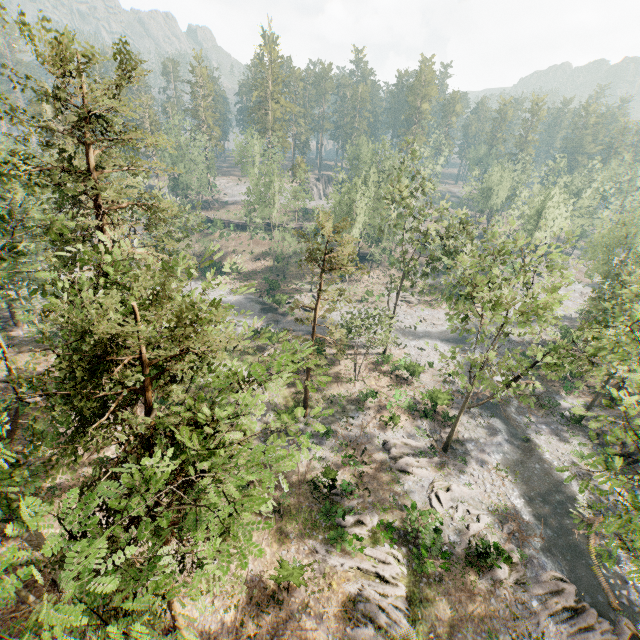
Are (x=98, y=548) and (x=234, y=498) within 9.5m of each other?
yes

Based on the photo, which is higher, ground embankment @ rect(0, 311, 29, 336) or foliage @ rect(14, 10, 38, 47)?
foliage @ rect(14, 10, 38, 47)

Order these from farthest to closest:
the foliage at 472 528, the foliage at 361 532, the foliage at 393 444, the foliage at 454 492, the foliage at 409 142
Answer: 1. the foliage at 409 142
2. the foliage at 393 444
3. the foliage at 454 492
4. the foliage at 361 532
5. the foliage at 472 528

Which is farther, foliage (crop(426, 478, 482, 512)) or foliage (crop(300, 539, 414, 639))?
foliage (crop(426, 478, 482, 512))

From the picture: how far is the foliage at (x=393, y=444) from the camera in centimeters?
2625cm
